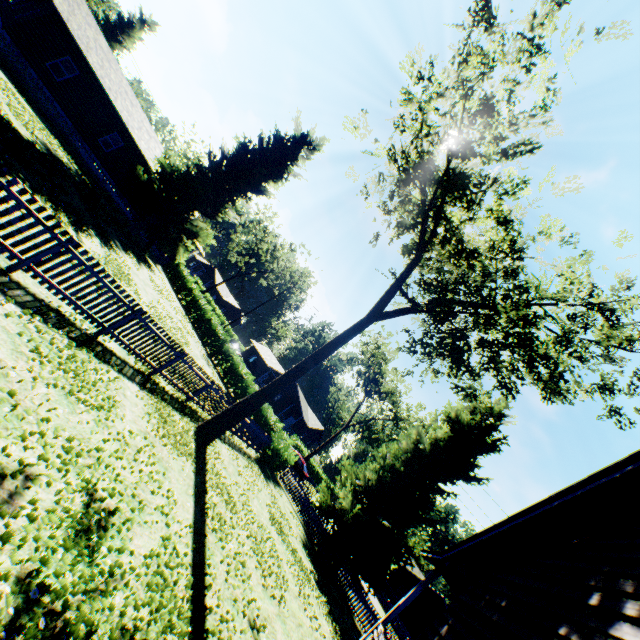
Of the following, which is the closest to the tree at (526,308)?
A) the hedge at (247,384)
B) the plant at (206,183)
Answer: the plant at (206,183)

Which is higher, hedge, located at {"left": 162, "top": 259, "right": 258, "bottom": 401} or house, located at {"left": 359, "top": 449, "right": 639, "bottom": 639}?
house, located at {"left": 359, "top": 449, "right": 639, "bottom": 639}

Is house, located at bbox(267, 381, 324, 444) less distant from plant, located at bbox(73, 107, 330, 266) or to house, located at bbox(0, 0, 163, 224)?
house, located at bbox(0, 0, 163, 224)

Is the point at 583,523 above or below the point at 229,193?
below

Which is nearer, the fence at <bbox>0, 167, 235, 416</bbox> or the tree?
the fence at <bbox>0, 167, 235, 416</bbox>

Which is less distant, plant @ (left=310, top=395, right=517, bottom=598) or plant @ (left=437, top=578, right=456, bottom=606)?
plant @ (left=310, top=395, right=517, bottom=598)

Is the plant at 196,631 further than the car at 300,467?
No

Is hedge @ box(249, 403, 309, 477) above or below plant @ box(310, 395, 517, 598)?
below
